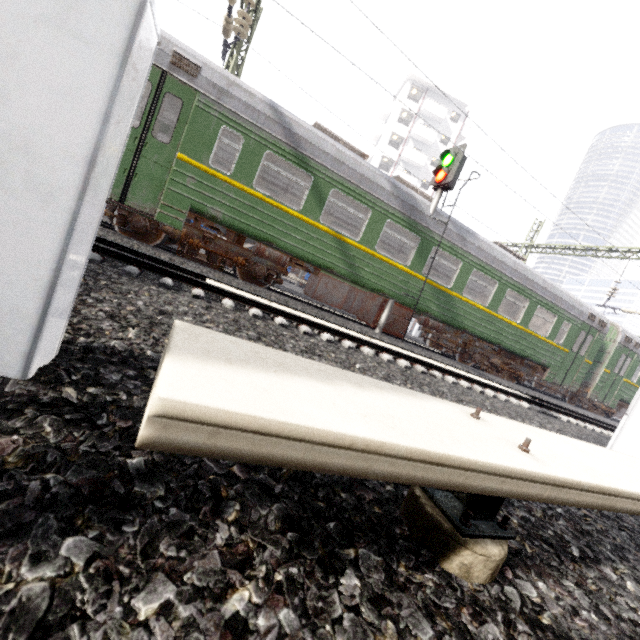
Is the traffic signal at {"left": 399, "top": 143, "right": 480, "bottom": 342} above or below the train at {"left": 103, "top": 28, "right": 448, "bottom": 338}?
above

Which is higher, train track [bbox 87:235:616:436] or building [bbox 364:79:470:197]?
building [bbox 364:79:470:197]

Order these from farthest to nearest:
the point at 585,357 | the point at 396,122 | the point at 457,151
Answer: the point at 396,122 → the point at 585,357 → the point at 457,151

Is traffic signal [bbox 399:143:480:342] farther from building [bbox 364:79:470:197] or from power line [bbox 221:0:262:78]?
building [bbox 364:79:470:197]

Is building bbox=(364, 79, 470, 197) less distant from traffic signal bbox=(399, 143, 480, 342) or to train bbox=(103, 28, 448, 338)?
train bbox=(103, 28, 448, 338)

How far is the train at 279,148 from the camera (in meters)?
6.84

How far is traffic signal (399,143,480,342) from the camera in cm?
915

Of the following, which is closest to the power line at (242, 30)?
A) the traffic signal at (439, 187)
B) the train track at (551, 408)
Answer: the train track at (551, 408)
